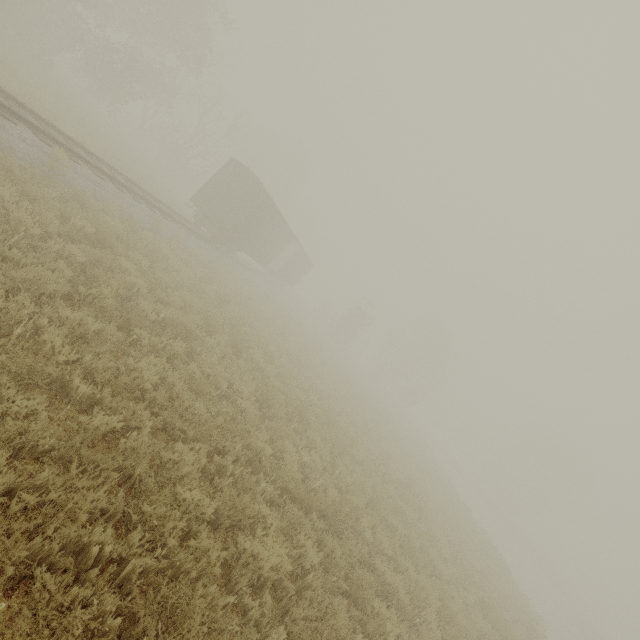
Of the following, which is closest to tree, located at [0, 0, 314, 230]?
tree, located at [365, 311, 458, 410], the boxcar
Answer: the boxcar

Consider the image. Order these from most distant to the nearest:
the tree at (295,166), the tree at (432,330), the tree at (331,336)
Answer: the tree at (432,330)
the tree at (331,336)
the tree at (295,166)

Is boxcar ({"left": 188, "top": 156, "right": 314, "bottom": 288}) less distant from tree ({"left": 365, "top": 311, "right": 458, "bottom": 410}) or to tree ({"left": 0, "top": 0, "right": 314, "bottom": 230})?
tree ({"left": 0, "top": 0, "right": 314, "bottom": 230})

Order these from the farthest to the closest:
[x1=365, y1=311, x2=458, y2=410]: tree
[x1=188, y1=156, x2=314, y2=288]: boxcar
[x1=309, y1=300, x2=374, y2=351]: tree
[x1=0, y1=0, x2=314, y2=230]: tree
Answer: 1. [x1=365, y1=311, x2=458, y2=410]: tree
2. [x1=309, y1=300, x2=374, y2=351]: tree
3. [x1=0, y1=0, x2=314, y2=230]: tree
4. [x1=188, y1=156, x2=314, y2=288]: boxcar

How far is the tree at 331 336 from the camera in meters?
38.1

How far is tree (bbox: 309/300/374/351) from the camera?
38.1 meters

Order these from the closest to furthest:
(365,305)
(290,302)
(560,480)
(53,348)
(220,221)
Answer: (53,348), (220,221), (290,302), (365,305), (560,480)
